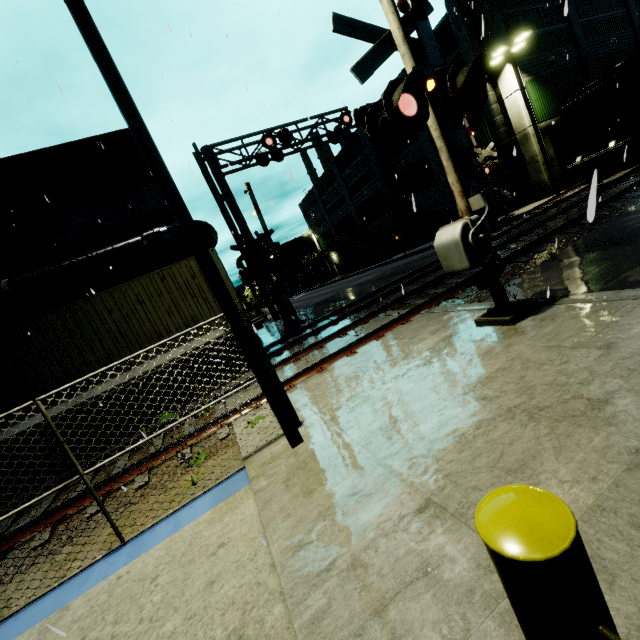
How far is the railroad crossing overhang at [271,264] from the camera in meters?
13.7 m

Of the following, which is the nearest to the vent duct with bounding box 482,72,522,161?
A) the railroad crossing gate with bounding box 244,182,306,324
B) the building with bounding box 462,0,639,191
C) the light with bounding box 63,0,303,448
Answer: the building with bounding box 462,0,639,191

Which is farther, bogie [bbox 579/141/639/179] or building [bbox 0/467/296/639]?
bogie [bbox 579/141/639/179]

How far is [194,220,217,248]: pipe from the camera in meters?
13.8

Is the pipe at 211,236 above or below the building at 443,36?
below

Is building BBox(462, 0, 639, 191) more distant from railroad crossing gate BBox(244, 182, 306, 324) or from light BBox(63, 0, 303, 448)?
railroad crossing gate BBox(244, 182, 306, 324)

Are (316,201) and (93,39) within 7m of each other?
no

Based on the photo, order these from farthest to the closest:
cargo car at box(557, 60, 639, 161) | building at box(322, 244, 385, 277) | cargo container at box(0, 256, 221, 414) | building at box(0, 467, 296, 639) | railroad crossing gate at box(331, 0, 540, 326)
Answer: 1. building at box(322, 244, 385, 277)
2. cargo car at box(557, 60, 639, 161)
3. cargo container at box(0, 256, 221, 414)
4. railroad crossing gate at box(331, 0, 540, 326)
5. building at box(0, 467, 296, 639)
